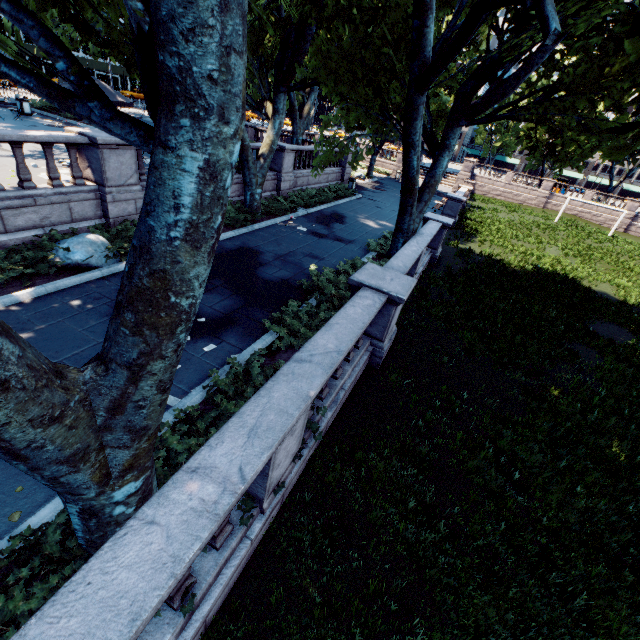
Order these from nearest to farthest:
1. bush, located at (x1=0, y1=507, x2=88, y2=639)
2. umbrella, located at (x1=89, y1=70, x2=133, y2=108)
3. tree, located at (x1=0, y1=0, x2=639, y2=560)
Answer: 1. tree, located at (x1=0, y1=0, x2=639, y2=560)
2. bush, located at (x1=0, y1=507, x2=88, y2=639)
3. umbrella, located at (x1=89, y1=70, x2=133, y2=108)

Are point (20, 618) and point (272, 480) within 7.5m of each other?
yes

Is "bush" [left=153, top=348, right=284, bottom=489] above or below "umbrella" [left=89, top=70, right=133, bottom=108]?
below

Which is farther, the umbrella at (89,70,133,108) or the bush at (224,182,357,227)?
the bush at (224,182,357,227)

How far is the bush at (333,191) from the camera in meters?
14.6

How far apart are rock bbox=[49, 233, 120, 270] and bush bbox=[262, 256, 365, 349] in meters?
5.3 m

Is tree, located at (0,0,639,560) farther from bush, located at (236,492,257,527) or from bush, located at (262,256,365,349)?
bush, located at (262,256,365,349)

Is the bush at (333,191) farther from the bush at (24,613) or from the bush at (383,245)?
the bush at (24,613)
